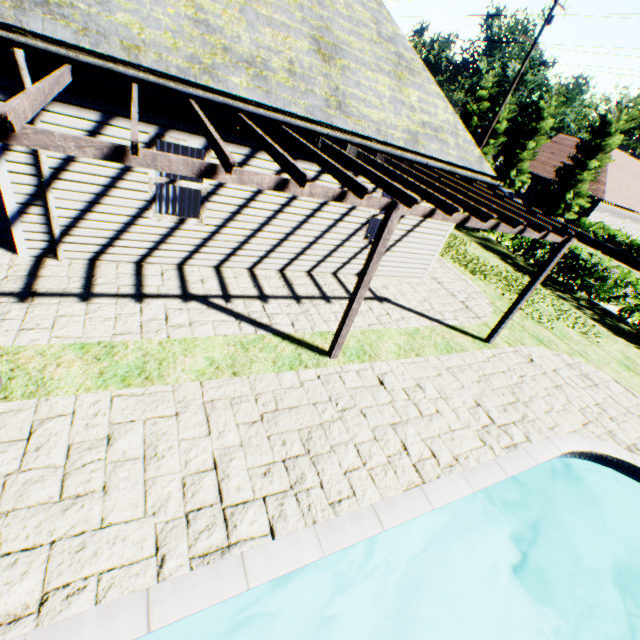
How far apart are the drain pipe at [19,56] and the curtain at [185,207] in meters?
1.5

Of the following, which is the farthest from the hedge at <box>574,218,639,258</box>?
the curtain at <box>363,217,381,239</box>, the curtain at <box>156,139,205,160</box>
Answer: the curtain at <box>156,139,205,160</box>

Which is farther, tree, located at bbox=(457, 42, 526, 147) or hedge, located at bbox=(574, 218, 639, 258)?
tree, located at bbox=(457, 42, 526, 147)

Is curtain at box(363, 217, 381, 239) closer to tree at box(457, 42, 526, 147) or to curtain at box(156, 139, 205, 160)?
curtain at box(156, 139, 205, 160)

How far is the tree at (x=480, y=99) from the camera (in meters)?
35.53

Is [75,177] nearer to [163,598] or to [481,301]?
[163,598]

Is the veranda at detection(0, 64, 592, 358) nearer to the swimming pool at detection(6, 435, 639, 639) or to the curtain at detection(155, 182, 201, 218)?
the curtain at detection(155, 182, 201, 218)

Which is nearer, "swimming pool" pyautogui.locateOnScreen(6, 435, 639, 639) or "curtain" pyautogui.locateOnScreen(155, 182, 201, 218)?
"swimming pool" pyautogui.locateOnScreen(6, 435, 639, 639)
